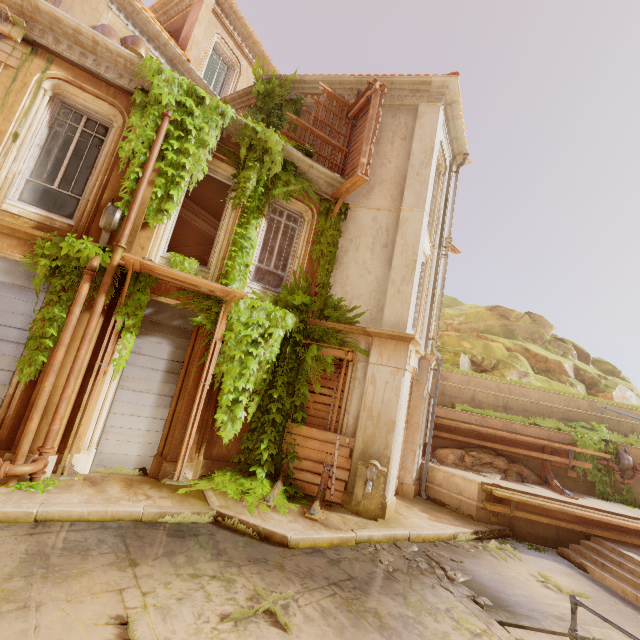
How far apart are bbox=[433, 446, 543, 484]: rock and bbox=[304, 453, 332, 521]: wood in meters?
5.1

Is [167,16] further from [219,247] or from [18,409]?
[18,409]

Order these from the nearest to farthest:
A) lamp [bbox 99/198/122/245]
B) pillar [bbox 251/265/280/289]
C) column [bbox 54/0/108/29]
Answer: lamp [bbox 99/198/122/245] < column [bbox 54/0/108/29] < pillar [bbox 251/265/280/289]

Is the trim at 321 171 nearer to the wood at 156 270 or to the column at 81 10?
the wood at 156 270

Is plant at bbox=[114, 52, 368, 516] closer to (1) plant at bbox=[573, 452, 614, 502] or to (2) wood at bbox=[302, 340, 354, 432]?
(2) wood at bbox=[302, 340, 354, 432]

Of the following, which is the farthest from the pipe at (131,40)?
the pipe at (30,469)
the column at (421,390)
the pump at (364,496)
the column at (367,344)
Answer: the pump at (364,496)

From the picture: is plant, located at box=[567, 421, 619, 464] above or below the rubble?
above

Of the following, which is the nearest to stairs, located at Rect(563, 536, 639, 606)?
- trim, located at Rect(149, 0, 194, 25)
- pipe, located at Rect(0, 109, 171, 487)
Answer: pipe, located at Rect(0, 109, 171, 487)
